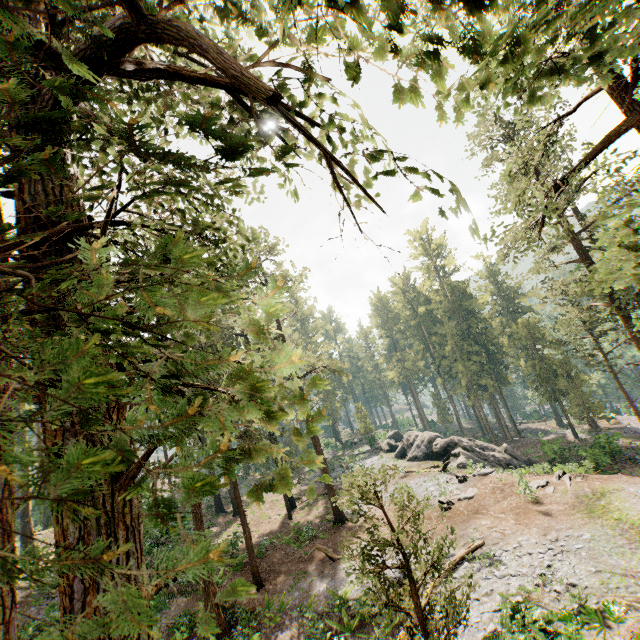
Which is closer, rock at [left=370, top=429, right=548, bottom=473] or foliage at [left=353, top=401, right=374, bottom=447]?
rock at [left=370, top=429, right=548, bottom=473]

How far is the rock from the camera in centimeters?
2982cm

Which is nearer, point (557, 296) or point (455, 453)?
point (557, 296)

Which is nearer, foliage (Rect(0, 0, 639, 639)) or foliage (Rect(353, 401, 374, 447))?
foliage (Rect(0, 0, 639, 639))

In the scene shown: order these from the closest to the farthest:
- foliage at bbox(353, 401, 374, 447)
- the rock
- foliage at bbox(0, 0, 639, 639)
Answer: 1. foliage at bbox(0, 0, 639, 639)
2. the rock
3. foliage at bbox(353, 401, 374, 447)

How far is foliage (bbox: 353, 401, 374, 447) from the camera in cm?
4982

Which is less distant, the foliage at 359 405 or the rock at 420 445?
the rock at 420 445

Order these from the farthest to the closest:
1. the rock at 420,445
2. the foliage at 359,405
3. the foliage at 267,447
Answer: the foliage at 359,405 < the rock at 420,445 < the foliage at 267,447
